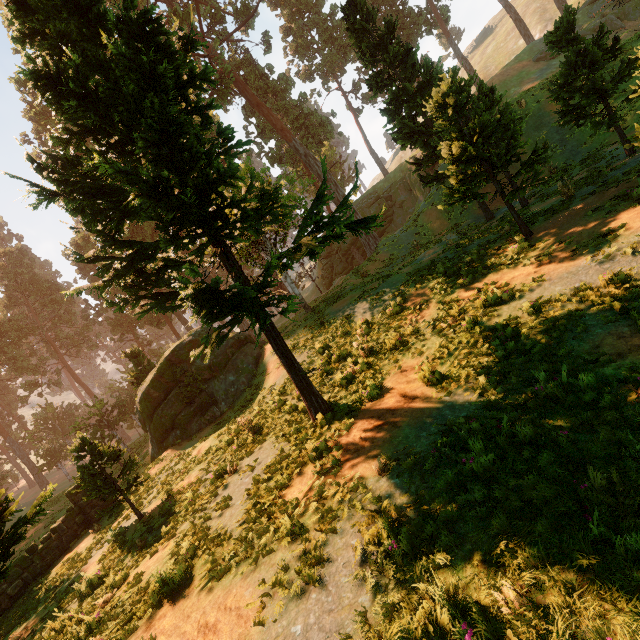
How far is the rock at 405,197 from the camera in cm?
3897

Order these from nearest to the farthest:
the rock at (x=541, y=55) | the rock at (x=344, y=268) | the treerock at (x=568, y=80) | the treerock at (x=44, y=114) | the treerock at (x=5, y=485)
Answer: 1. the treerock at (x=5, y=485)
2. the treerock at (x=44, y=114)
3. the treerock at (x=568, y=80)
4. the rock at (x=541, y=55)
5. the rock at (x=344, y=268)

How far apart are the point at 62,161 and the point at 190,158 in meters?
4.4

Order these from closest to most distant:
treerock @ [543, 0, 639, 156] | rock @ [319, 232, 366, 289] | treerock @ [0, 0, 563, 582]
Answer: treerock @ [0, 0, 563, 582] → treerock @ [543, 0, 639, 156] → rock @ [319, 232, 366, 289]

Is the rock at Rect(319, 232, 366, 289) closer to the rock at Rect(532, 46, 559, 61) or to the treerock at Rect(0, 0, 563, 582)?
the treerock at Rect(0, 0, 563, 582)

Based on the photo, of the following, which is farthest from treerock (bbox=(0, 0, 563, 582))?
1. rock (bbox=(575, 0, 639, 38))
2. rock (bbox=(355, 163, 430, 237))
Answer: rock (bbox=(575, 0, 639, 38))

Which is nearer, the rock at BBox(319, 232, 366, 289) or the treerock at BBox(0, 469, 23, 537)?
the treerock at BBox(0, 469, 23, 537)
